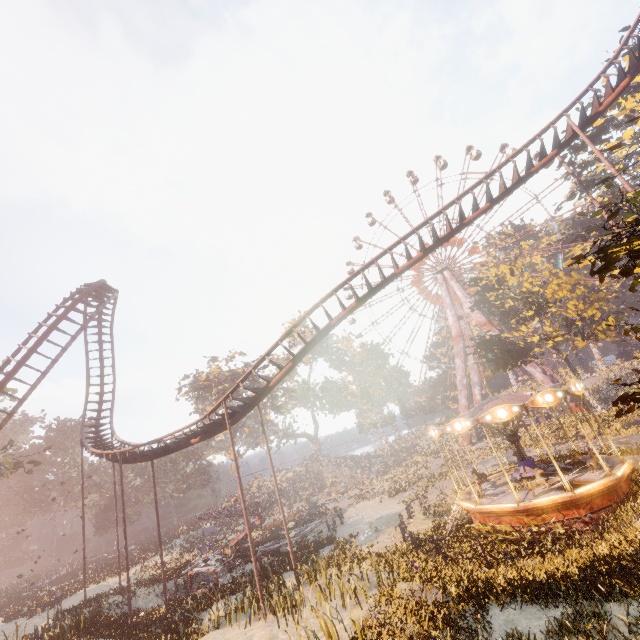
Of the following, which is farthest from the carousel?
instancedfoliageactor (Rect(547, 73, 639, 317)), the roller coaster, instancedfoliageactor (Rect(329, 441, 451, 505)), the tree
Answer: instancedfoliageactor (Rect(329, 441, 451, 505))

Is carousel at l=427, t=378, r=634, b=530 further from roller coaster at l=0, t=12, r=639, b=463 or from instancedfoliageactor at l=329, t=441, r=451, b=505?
instancedfoliageactor at l=329, t=441, r=451, b=505

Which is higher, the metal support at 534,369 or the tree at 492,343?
the tree at 492,343

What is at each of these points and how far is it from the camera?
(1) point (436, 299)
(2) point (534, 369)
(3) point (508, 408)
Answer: (1) ferris wheel, 55.8m
(2) metal support, 42.8m
(3) carousel, 13.9m

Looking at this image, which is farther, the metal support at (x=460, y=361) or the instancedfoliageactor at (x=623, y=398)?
the metal support at (x=460, y=361)

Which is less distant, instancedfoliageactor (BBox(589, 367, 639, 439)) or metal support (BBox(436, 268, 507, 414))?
instancedfoliageactor (BBox(589, 367, 639, 439))

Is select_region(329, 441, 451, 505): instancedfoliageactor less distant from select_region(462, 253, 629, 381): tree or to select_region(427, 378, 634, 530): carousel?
select_region(462, 253, 629, 381): tree

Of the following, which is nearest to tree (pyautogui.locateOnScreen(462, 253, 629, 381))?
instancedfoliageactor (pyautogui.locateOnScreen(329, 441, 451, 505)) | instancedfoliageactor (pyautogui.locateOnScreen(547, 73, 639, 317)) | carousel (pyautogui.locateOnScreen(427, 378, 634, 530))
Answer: instancedfoliageactor (pyautogui.locateOnScreen(547, 73, 639, 317))
